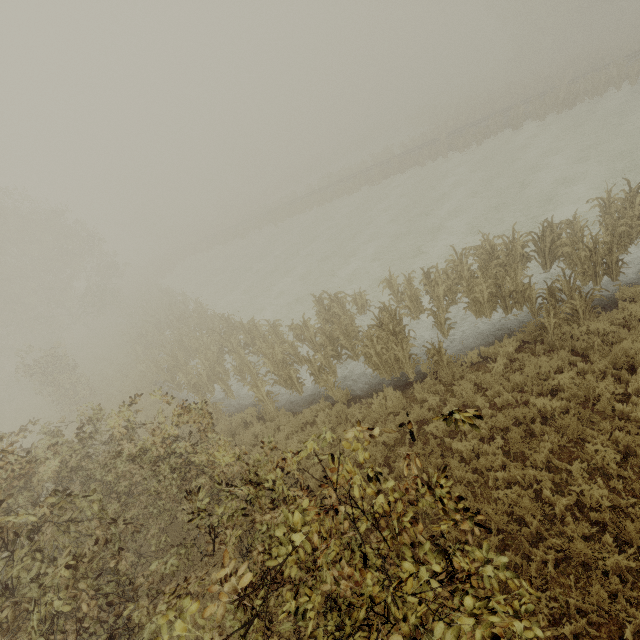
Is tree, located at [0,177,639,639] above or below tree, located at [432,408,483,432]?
below

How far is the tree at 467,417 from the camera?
2.1m

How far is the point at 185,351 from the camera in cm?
1716

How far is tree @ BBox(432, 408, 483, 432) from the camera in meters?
2.1 m

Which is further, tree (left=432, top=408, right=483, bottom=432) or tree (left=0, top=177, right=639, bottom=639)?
tree (left=0, top=177, right=639, bottom=639)

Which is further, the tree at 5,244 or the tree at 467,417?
the tree at 5,244
